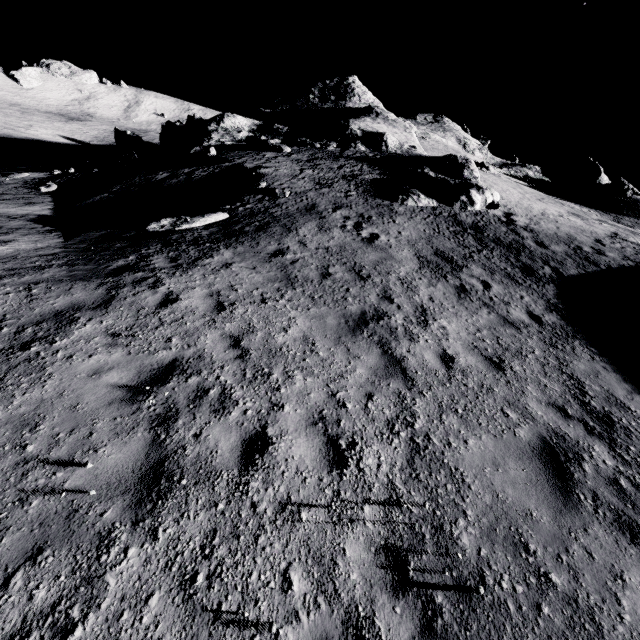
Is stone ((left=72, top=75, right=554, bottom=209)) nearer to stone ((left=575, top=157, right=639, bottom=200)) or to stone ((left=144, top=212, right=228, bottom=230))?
stone ((left=144, top=212, right=228, bottom=230))

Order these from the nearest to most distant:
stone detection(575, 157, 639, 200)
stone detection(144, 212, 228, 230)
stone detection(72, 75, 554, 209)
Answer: stone detection(144, 212, 228, 230)
stone detection(72, 75, 554, 209)
stone detection(575, 157, 639, 200)

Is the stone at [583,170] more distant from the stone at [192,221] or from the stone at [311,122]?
the stone at [192,221]

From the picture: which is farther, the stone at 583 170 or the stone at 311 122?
the stone at 583 170

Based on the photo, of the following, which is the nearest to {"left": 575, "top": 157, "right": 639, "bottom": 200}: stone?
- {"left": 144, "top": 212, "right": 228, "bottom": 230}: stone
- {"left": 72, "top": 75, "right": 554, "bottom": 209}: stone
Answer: {"left": 72, "top": 75, "right": 554, "bottom": 209}: stone

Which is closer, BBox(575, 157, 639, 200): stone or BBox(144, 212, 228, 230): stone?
BBox(144, 212, 228, 230): stone

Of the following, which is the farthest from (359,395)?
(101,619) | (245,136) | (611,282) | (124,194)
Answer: (245,136)
